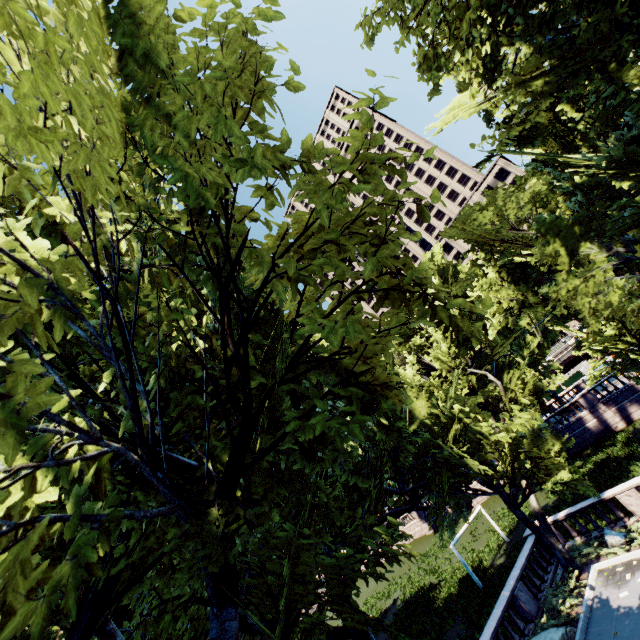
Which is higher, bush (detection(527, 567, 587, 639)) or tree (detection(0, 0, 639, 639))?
tree (detection(0, 0, 639, 639))

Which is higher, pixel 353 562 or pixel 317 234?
pixel 317 234

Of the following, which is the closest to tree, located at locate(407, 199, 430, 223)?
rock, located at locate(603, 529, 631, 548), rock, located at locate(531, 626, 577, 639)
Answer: rock, located at locate(603, 529, 631, 548)

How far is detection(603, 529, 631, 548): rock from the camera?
15.29m

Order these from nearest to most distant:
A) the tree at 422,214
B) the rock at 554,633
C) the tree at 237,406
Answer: the tree at 237,406
the tree at 422,214
the rock at 554,633

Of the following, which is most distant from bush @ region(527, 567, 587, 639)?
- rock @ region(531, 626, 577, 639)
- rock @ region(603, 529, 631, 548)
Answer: rock @ region(603, 529, 631, 548)

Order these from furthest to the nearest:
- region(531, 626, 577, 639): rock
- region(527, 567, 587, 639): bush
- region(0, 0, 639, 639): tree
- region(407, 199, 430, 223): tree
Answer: region(527, 567, 587, 639): bush
region(531, 626, 577, 639): rock
region(407, 199, 430, 223): tree
region(0, 0, 639, 639): tree

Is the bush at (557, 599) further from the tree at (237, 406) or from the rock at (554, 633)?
the tree at (237, 406)
